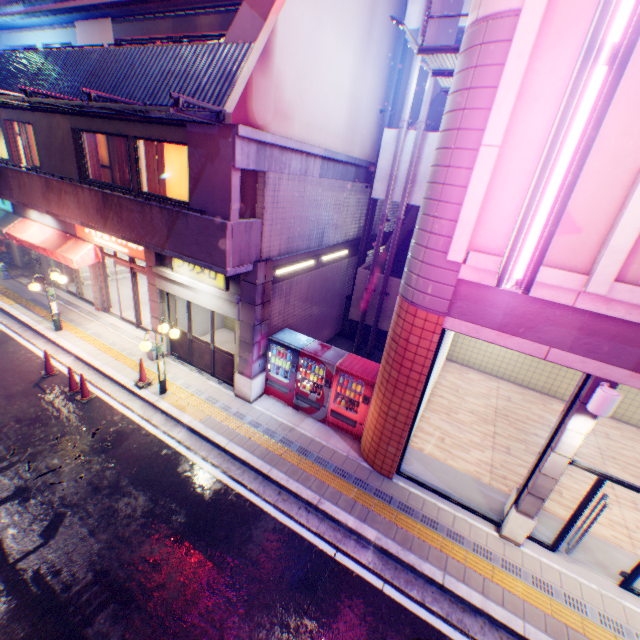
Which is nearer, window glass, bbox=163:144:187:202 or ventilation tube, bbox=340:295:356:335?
window glass, bbox=163:144:187:202

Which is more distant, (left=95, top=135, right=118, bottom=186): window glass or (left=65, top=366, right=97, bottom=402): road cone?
(left=95, top=135, right=118, bottom=186): window glass

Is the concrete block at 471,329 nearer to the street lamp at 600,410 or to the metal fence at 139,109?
the street lamp at 600,410

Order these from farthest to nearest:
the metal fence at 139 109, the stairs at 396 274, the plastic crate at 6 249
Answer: the plastic crate at 6 249
the stairs at 396 274
the metal fence at 139 109

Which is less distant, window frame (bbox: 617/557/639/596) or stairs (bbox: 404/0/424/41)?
window frame (bbox: 617/557/639/596)

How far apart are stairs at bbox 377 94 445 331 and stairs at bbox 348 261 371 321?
0.4 meters

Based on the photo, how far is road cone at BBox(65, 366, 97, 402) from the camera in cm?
918

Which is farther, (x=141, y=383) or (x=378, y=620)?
(x=141, y=383)
